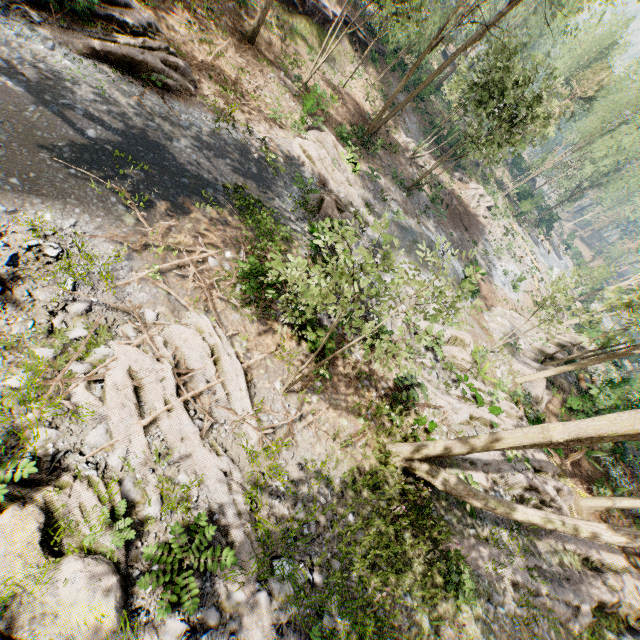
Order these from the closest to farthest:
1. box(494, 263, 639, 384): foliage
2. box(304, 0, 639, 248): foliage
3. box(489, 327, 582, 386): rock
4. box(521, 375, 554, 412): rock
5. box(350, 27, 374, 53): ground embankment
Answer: box(494, 263, 639, 384): foliage → box(304, 0, 639, 248): foliage → box(521, 375, 554, 412): rock → box(489, 327, 582, 386): rock → box(350, 27, 374, 53): ground embankment

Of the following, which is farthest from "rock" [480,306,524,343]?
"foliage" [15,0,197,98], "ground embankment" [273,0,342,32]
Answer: "ground embankment" [273,0,342,32]

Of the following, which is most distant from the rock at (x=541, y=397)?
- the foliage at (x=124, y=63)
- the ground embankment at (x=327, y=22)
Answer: the ground embankment at (x=327, y=22)

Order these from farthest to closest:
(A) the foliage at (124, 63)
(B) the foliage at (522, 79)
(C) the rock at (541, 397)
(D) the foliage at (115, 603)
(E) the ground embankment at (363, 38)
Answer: (E) the ground embankment at (363, 38) → (C) the rock at (541, 397) → (B) the foliage at (522, 79) → (A) the foliage at (124, 63) → (D) the foliage at (115, 603)

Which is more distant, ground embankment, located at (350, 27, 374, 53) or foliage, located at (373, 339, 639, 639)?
ground embankment, located at (350, 27, 374, 53)

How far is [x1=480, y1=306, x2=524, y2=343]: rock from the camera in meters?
22.0 m

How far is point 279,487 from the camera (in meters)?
7.23
